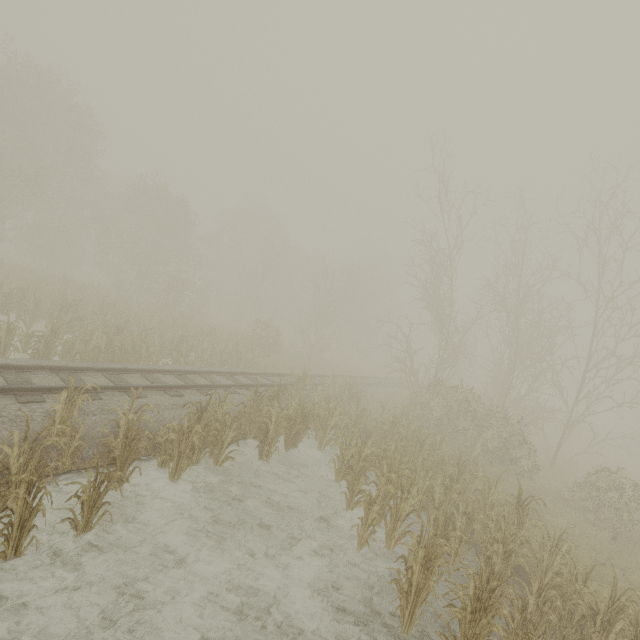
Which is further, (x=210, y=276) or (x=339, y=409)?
(x=210, y=276)
